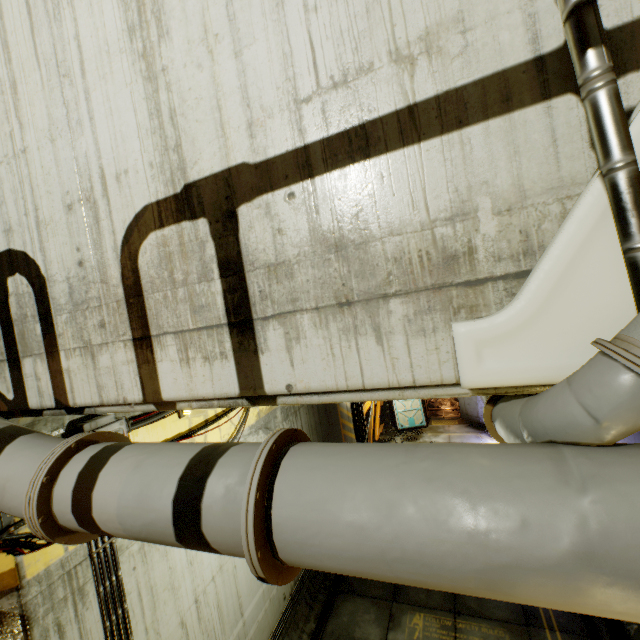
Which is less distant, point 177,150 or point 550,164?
point 550,164

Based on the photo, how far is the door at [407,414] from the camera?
18.5 meters

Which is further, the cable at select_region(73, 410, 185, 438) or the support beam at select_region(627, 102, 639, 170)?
the cable at select_region(73, 410, 185, 438)

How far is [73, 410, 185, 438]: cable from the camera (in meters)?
4.02

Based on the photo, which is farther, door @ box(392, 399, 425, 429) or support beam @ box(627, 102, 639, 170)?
door @ box(392, 399, 425, 429)

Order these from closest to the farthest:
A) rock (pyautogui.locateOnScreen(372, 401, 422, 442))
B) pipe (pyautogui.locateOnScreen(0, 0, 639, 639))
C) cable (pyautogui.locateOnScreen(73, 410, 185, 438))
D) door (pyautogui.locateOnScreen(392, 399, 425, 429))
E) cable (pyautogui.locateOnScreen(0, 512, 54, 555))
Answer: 1. pipe (pyautogui.locateOnScreen(0, 0, 639, 639))
2. cable (pyautogui.locateOnScreen(0, 512, 54, 555))
3. cable (pyautogui.locateOnScreen(73, 410, 185, 438))
4. rock (pyautogui.locateOnScreen(372, 401, 422, 442))
5. door (pyautogui.locateOnScreen(392, 399, 425, 429))

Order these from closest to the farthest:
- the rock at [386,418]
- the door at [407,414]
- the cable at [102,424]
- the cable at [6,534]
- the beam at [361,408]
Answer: the cable at [6,534] < the cable at [102,424] < the beam at [361,408] < the rock at [386,418] < the door at [407,414]
